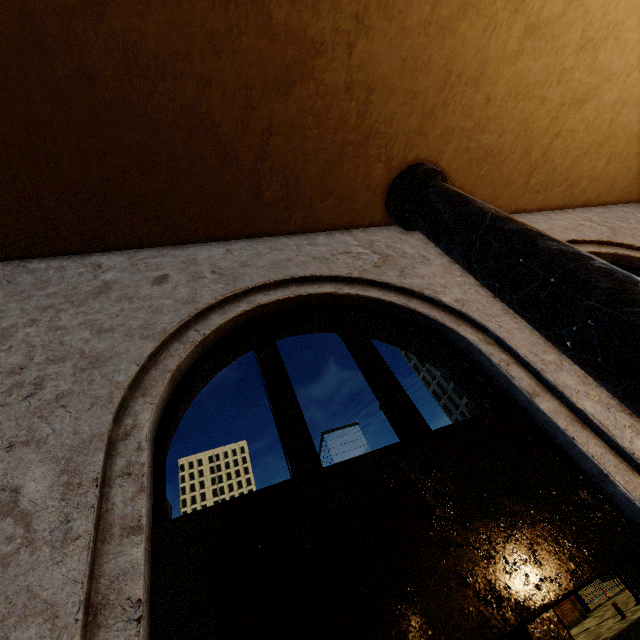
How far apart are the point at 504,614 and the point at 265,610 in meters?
1.1
